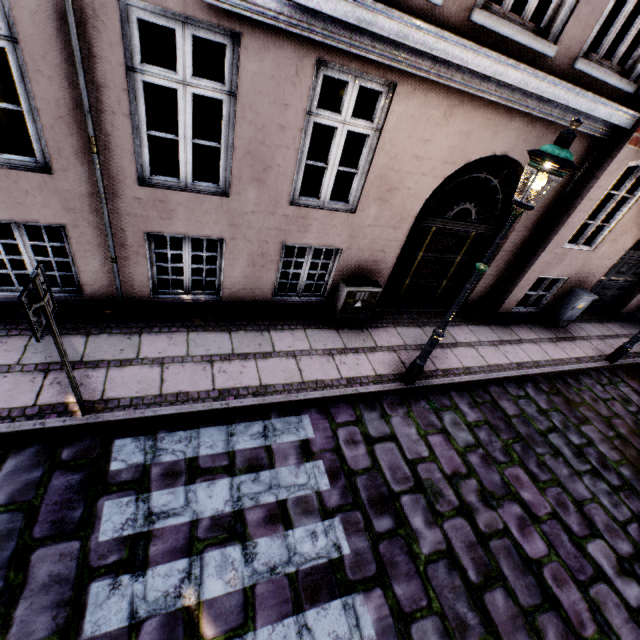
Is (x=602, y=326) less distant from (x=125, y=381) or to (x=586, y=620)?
(x=586, y=620)

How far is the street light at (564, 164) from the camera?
3.1 meters

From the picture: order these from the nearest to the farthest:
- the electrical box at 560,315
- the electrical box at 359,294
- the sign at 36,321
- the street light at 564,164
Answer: the sign at 36,321 < the street light at 564,164 < the electrical box at 359,294 < the electrical box at 560,315

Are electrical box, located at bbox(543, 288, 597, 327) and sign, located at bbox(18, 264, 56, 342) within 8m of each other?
no

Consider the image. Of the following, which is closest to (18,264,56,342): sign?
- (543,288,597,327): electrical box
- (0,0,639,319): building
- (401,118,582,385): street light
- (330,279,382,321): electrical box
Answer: (401,118,582,385): street light

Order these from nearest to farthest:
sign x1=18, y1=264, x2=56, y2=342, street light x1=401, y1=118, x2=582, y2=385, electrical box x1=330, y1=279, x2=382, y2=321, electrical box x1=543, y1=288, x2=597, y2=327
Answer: sign x1=18, y1=264, x2=56, y2=342
street light x1=401, y1=118, x2=582, y2=385
electrical box x1=330, y1=279, x2=382, y2=321
electrical box x1=543, y1=288, x2=597, y2=327

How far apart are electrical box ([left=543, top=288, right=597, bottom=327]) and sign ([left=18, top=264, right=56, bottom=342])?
10.0 meters

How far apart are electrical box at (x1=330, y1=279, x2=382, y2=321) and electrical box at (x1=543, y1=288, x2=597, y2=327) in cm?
537
